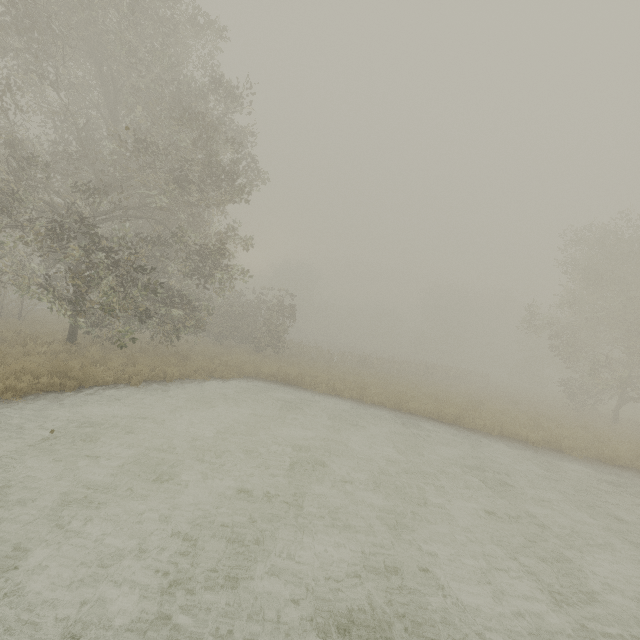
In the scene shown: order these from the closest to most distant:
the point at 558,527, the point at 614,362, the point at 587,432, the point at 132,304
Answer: the point at 558,527
the point at 132,304
the point at 587,432
the point at 614,362
